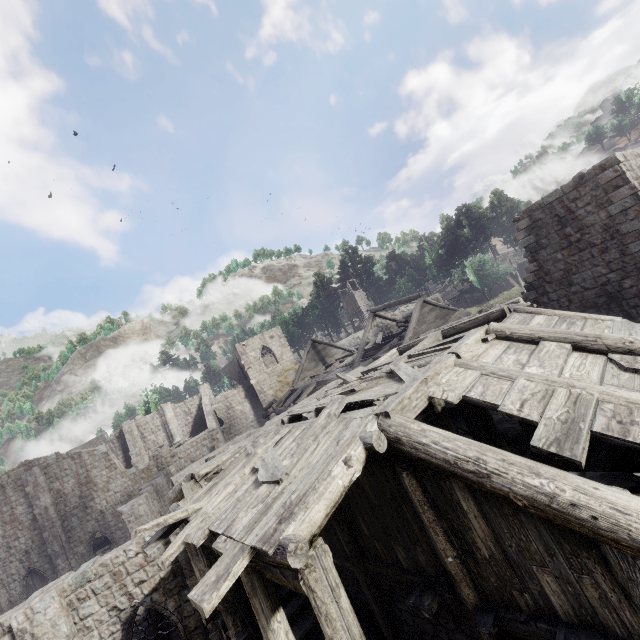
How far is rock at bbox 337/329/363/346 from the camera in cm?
5194

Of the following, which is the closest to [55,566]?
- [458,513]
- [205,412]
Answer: [205,412]

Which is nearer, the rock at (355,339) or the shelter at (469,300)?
the shelter at (469,300)

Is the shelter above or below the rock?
below

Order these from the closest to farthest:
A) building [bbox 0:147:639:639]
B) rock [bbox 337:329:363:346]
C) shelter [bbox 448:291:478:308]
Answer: building [bbox 0:147:639:639]
shelter [bbox 448:291:478:308]
rock [bbox 337:329:363:346]

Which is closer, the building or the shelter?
the building

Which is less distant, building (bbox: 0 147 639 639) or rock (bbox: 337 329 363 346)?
building (bbox: 0 147 639 639)

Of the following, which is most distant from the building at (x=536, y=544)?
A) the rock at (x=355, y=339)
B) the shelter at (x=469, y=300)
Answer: the shelter at (x=469, y=300)
